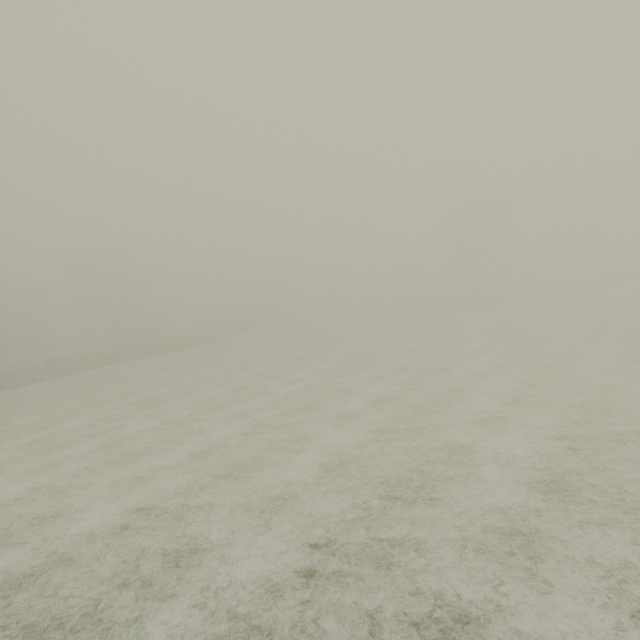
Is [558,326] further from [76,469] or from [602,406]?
[76,469]
